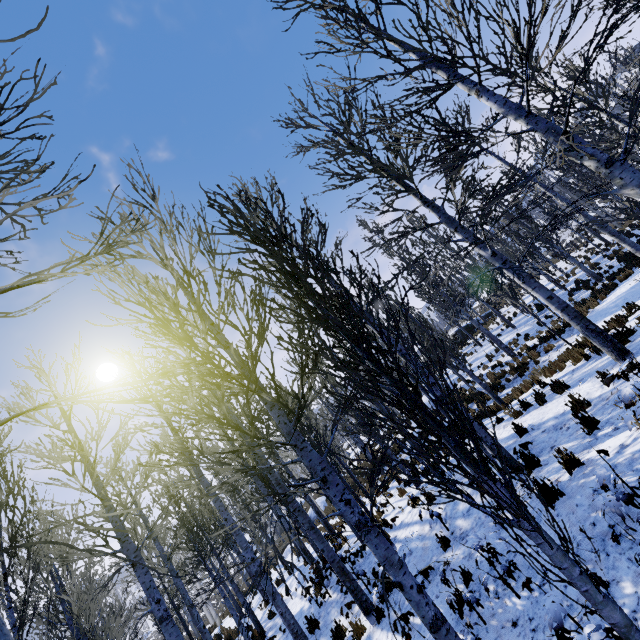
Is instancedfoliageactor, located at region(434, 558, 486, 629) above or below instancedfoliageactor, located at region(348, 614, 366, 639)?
above

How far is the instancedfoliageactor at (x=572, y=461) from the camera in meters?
4.8

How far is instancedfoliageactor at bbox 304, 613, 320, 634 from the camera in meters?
6.6

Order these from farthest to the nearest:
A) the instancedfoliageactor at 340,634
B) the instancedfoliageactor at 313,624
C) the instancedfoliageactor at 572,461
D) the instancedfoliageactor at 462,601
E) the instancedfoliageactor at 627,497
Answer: the instancedfoliageactor at 340,634 → the instancedfoliageactor at 313,624 → the instancedfoliageactor at 572,461 → the instancedfoliageactor at 462,601 → the instancedfoliageactor at 627,497

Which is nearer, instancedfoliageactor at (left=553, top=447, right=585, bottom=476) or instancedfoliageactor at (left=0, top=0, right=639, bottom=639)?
instancedfoliageactor at (left=0, top=0, right=639, bottom=639)

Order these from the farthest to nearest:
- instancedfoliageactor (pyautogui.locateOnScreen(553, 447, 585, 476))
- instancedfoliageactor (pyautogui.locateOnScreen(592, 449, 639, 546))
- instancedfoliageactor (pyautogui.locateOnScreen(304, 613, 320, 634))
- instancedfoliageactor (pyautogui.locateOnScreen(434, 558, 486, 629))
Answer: instancedfoliageactor (pyautogui.locateOnScreen(304, 613, 320, 634))
instancedfoliageactor (pyautogui.locateOnScreen(553, 447, 585, 476))
instancedfoliageactor (pyautogui.locateOnScreen(434, 558, 486, 629))
instancedfoliageactor (pyautogui.locateOnScreen(592, 449, 639, 546))

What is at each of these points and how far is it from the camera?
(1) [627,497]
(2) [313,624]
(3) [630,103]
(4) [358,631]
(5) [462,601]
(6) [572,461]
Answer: (1) instancedfoliageactor, 2.90m
(2) instancedfoliageactor, 8.54m
(3) instancedfoliageactor, 7.84m
(4) instancedfoliageactor, 6.72m
(5) instancedfoliageactor, 4.78m
(6) instancedfoliageactor, 4.89m
